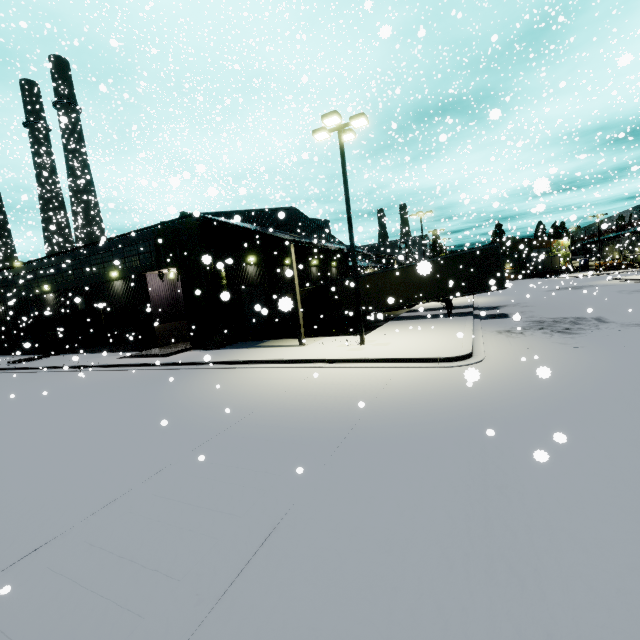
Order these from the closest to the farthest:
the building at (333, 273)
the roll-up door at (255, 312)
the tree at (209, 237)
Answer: the tree at (209, 237)
the building at (333, 273)
the roll-up door at (255, 312)

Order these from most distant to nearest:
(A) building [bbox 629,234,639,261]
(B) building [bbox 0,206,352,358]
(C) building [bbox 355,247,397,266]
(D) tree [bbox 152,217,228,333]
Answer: (A) building [bbox 629,234,639,261]
(C) building [bbox 355,247,397,266]
(B) building [bbox 0,206,352,358]
(D) tree [bbox 152,217,228,333]

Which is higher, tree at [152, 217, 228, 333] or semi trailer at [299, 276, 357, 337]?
tree at [152, 217, 228, 333]

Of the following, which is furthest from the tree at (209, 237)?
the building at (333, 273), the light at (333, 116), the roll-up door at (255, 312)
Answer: the light at (333, 116)

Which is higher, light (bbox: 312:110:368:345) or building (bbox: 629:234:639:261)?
light (bbox: 312:110:368:345)

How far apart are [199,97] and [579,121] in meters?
24.0

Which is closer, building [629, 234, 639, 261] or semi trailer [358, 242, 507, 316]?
semi trailer [358, 242, 507, 316]

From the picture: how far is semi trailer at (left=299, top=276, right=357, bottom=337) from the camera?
23.7m
